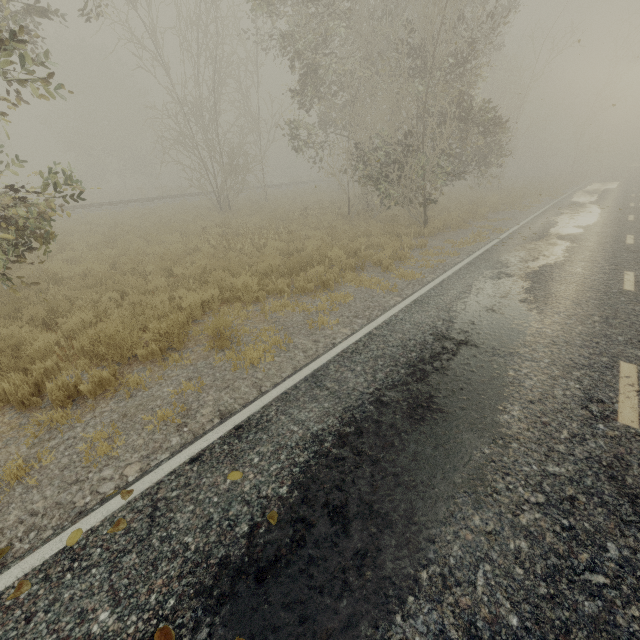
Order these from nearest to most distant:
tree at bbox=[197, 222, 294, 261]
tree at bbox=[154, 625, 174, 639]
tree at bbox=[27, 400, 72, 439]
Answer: tree at bbox=[154, 625, 174, 639] < tree at bbox=[27, 400, 72, 439] < tree at bbox=[197, 222, 294, 261]

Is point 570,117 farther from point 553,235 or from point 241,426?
point 241,426

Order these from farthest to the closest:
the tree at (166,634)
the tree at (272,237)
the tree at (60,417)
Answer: the tree at (272,237) → the tree at (60,417) → the tree at (166,634)

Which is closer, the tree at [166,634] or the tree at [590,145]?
the tree at [166,634]

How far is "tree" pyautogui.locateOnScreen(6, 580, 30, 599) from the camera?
2.37m

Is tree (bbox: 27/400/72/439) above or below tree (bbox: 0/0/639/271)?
below

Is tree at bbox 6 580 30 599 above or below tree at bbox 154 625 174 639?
below
